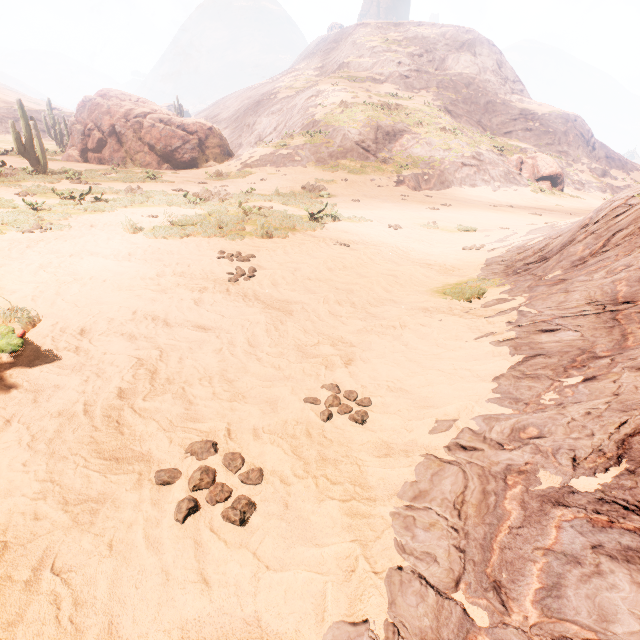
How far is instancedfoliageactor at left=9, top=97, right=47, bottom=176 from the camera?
13.6 meters

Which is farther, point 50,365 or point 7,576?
point 50,365

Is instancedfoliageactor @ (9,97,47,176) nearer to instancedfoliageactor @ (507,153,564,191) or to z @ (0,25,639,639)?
z @ (0,25,639,639)

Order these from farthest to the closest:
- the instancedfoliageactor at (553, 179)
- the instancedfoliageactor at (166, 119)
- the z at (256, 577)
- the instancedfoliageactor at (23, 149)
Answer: the instancedfoliageactor at (553, 179)
the instancedfoliageactor at (166, 119)
the instancedfoliageactor at (23, 149)
the z at (256, 577)

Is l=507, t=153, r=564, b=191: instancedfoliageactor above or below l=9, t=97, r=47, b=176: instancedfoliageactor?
above

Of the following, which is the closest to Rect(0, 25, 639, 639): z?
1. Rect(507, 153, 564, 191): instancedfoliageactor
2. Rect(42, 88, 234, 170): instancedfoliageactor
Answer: Rect(507, 153, 564, 191): instancedfoliageactor

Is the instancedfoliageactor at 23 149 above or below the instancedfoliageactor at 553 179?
below
